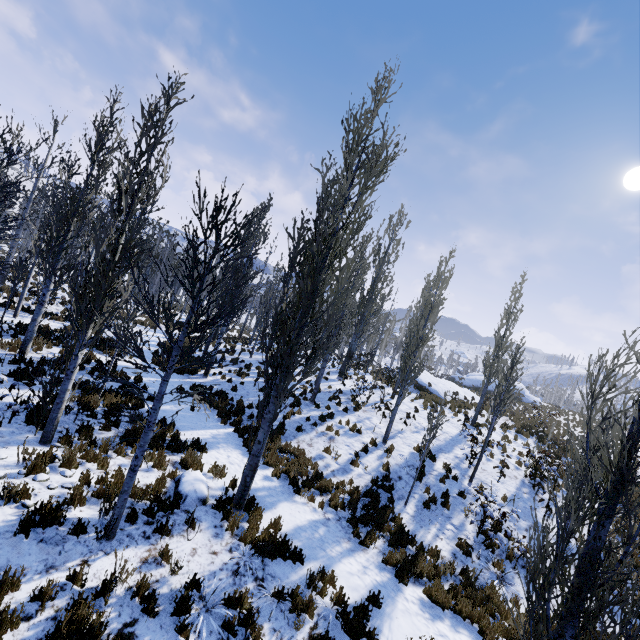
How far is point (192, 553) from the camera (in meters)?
5.98

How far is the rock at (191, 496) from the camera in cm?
707

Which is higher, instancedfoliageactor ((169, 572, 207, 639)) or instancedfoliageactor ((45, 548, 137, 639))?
instancedfoliageactor ((45, 548, 137, 639))

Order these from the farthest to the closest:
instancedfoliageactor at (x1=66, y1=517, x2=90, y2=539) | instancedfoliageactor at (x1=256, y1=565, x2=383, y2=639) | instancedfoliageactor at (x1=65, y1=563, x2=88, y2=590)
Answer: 1. instancedfoliageactor at (x1=256, y1=565, x2=383, y2=639)
2. instancedfoliageactor at (x1=66, y1=517, x2=90, y2=539)
3. instancedfoliageactor at (x1=65, y1=563, x2=88, y2=590)

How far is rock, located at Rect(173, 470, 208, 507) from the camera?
7.07m

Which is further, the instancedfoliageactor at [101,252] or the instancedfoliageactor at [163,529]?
the instancedfoliageactor at [163,529]

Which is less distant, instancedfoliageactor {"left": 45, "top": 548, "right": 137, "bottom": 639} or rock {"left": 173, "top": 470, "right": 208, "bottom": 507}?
instancedfoliageactor {"left": 45, "top": 548, "right": 137, "bottom": 639}
